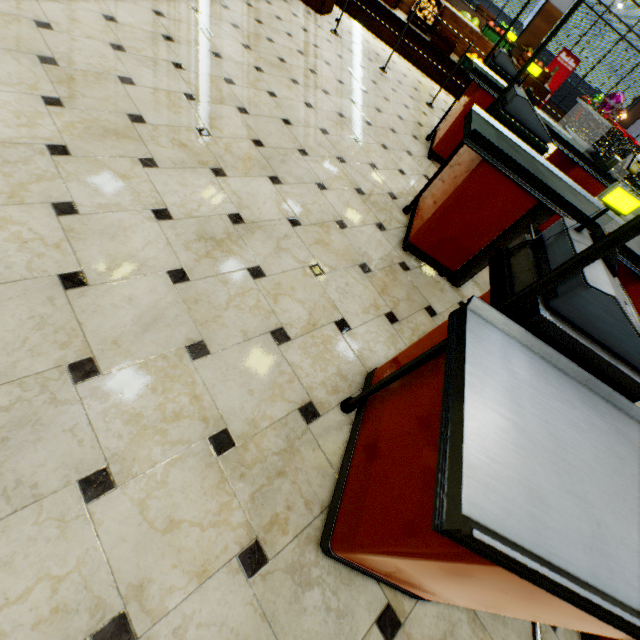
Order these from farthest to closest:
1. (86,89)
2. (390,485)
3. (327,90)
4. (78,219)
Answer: (327,90) → (86,89) → (78,219) → (390,485)

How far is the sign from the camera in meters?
11.4

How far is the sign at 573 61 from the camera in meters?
11.4 m

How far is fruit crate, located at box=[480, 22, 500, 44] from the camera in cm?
673

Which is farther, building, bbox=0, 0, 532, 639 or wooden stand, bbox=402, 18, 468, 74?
wooden stand, bbox=402, 18, 468, 74

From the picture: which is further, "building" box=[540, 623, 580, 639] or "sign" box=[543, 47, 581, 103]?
"sign" box=[543, 47, 581, 103]

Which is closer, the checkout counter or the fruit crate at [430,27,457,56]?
the checkout counter

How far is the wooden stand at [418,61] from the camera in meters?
6.6
